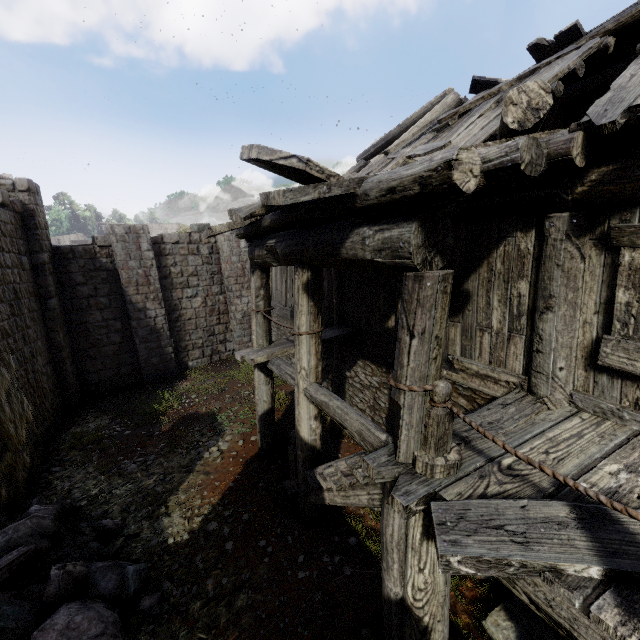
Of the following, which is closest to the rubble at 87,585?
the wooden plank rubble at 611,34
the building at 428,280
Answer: the building at 428,280

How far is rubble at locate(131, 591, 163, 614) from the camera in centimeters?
434cm

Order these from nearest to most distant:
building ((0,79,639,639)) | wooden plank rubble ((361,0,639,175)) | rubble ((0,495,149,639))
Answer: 1. building ((0,79,639,639))
2. wooden plank rubble ((361,0,639,175))
3. rubble ((0,495,149,639))

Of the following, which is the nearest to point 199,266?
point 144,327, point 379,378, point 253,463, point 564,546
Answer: point 144,327

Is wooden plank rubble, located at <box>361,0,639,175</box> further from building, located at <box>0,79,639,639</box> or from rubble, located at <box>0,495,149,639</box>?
rubble, located at <box>0,495,149,639</box>

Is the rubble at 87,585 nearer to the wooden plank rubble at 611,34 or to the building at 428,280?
the building at 428,280

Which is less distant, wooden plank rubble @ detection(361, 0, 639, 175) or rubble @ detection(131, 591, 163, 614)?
wooden plank rubble @ detection(361, 0, 639, 175)
